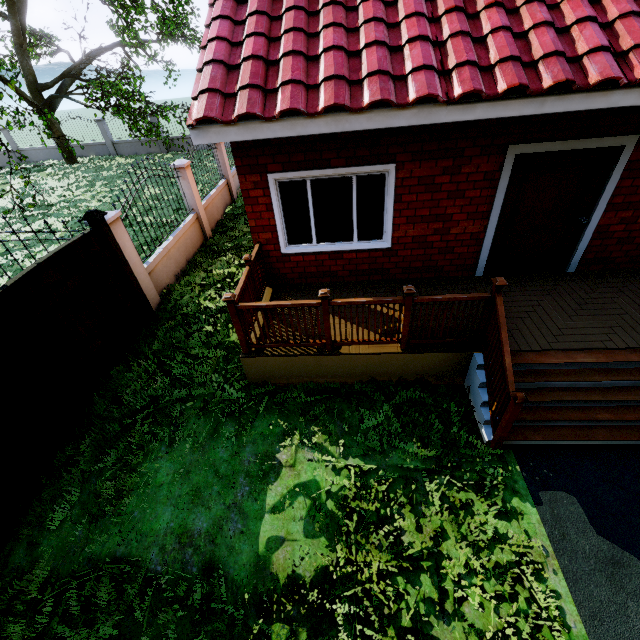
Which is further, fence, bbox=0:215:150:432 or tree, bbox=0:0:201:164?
tree, bbox=0:0:201:164

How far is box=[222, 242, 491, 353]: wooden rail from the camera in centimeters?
422cm

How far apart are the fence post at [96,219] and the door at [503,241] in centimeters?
665cm

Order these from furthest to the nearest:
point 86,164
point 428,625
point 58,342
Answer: point 86,164, point 58,342, point 428,625

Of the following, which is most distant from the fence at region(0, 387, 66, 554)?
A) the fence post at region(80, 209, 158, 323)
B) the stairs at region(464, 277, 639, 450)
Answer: the stairs at region(464, 277, 639, 450)

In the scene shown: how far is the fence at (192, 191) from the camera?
6.58m

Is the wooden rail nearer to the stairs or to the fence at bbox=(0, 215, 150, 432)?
the stairs
